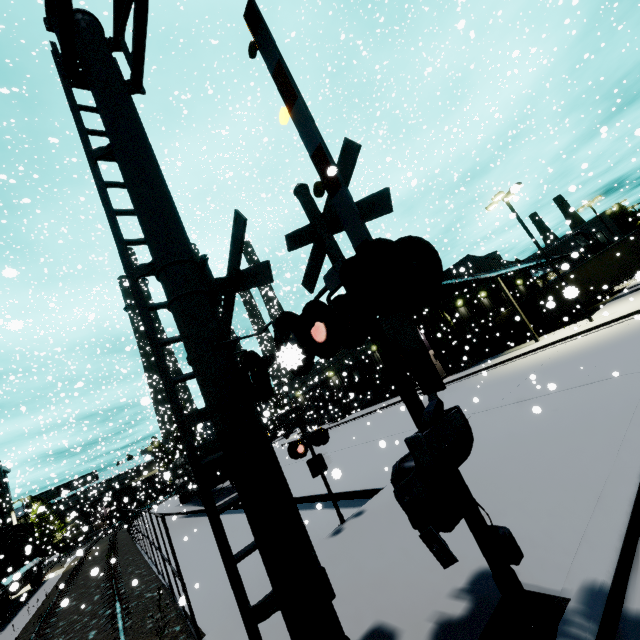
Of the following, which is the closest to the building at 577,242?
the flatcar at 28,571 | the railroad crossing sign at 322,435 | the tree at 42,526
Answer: the tree at 42,526

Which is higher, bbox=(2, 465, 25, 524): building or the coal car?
bbox=(2, 465, 25, 524): building

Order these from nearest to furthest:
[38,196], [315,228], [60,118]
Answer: [315,228] < [38,196] < [60,118]

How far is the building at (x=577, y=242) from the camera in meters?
14.9 m

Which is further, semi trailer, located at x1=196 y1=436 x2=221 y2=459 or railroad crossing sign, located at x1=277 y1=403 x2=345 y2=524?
semi trailer, located at x1=196 y1=436 x2=221 y2=459

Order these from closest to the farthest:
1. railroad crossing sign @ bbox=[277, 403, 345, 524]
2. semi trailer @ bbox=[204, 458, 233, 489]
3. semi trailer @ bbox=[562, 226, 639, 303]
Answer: railroad crossing sign @ bbox=[277, 403, 345, 524] → semi trailer @ bbox=[204, 458, 233, 489] → semi trailer @ bbox=[562, 226, 639, 303]

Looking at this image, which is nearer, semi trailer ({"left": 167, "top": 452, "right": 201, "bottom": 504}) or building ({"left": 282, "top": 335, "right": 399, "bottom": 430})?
semi trailer ({"left": 167, "top": 452, "right": 201, "bottom": 504})
